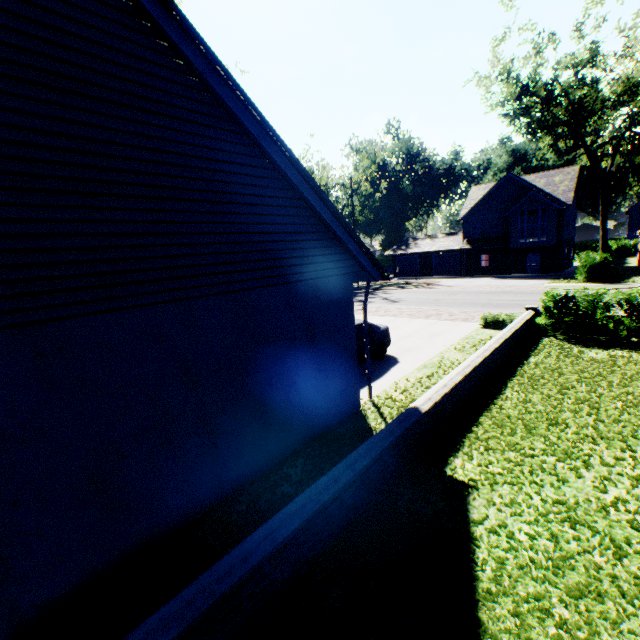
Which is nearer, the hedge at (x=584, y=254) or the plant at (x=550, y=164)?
the hedge at (x=584, y=254)

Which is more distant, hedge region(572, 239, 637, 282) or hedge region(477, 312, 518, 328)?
hedge region(572, 239, 637, 282)

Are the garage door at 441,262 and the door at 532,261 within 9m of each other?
yes

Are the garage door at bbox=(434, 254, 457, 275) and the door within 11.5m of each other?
yes

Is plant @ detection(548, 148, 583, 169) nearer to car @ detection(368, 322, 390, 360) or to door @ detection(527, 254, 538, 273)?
door @ detection(527, 254, 538, 273)

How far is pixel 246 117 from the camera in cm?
491

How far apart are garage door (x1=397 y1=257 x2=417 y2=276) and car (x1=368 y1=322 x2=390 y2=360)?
34.4 meters

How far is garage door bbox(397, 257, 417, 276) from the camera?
45.1 meters
